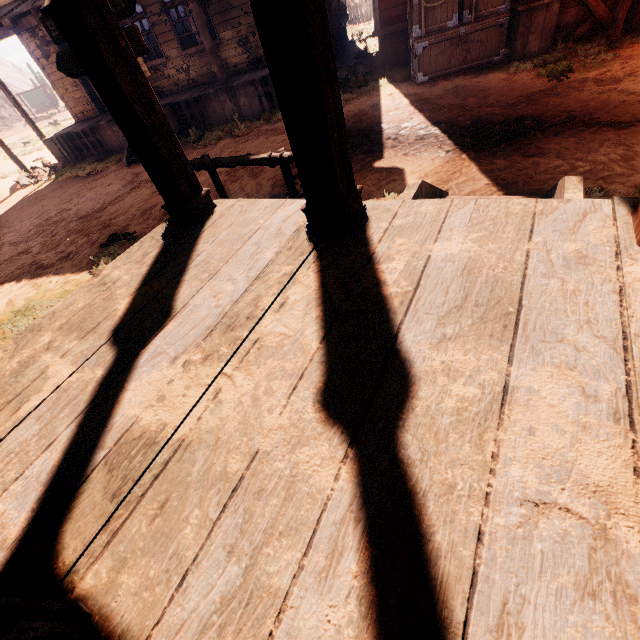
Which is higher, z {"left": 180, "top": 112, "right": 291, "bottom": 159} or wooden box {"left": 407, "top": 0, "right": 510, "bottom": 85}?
wooden box {"left": 407, "top": 0, "right": 510, "bottom": 85}

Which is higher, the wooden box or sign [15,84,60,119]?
sign [15,84,60,119]

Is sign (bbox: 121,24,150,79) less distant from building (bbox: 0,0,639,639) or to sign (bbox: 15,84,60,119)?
building (bbox: 0,0,639,639)

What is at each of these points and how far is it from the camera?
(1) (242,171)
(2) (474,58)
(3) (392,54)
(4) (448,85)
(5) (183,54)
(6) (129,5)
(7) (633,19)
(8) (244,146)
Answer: (1) z, 6.93m
(2) wooden box, 7.82m
(3) building, 10.07m
(4) z, 7.63m
(5) building, 10.45m
(6) sign, 3.54m
(7) building, 6.87m
(8) z, 8.22m

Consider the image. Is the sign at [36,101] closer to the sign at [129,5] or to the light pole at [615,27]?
the sign at [129,5]

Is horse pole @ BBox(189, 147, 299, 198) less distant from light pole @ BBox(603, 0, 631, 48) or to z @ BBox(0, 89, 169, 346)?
z @ BBox(0, 89, 169, 346)

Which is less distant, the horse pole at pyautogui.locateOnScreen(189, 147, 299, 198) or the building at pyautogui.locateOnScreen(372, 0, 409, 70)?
the horse pole at pyautogui.locateOnScreen(189, 147, 299, 198)

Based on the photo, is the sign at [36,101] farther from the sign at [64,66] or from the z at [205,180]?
the sign at [64,66]
